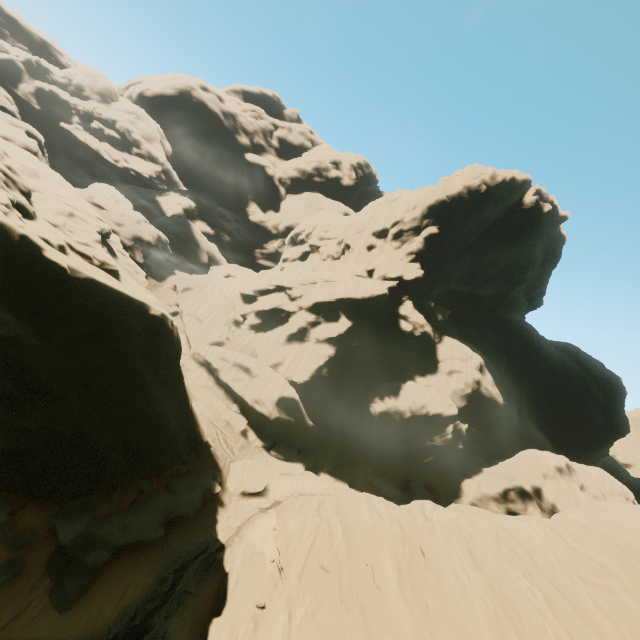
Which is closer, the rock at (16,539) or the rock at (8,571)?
the rock at (8,571)

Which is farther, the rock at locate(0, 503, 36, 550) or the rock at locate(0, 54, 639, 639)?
the rock at locate(0, 503, 36, 550)

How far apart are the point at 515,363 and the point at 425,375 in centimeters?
1939cm

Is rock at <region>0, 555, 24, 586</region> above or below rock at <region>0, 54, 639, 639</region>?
below
